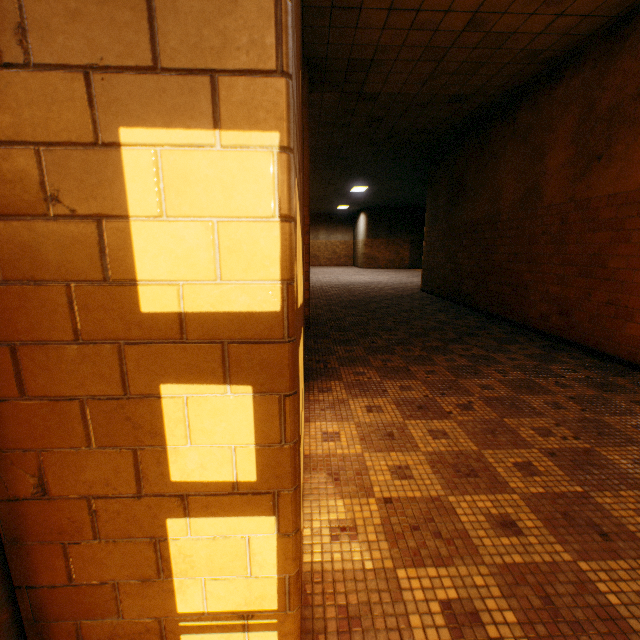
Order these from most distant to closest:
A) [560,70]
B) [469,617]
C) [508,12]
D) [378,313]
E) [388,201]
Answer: [388,201], [378,313], [560,70], [508,12], [469,617]
